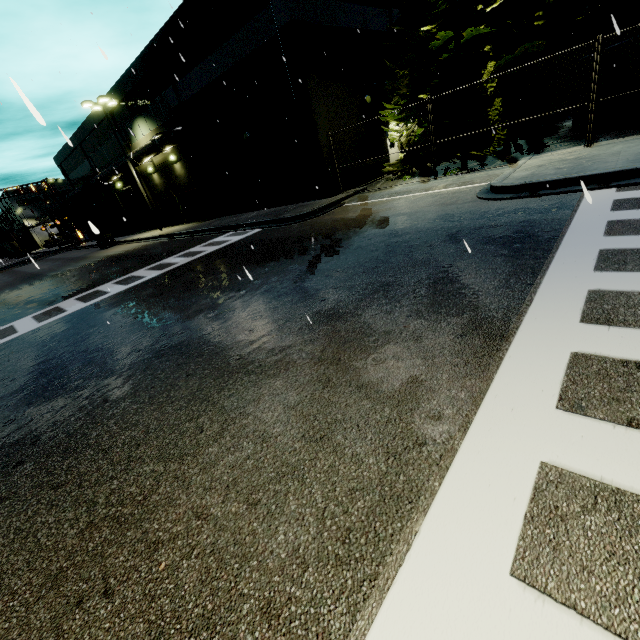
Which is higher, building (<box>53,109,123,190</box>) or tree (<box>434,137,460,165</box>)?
building (<box>53,109,123,190</box>)

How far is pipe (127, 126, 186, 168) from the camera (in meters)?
22.12

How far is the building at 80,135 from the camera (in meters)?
29.88

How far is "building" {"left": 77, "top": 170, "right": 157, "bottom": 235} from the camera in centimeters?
3223cm

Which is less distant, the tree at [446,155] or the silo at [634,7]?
the silo at [634,7]

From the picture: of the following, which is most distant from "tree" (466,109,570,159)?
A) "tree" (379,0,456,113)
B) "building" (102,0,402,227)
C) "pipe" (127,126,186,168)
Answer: "pipe" (127,126,186,168)

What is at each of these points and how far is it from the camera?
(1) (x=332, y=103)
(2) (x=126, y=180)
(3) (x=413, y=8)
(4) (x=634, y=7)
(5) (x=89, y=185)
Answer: (1) building, 16.5m
(2) building, 32.3m
(3) tree, 14.3m
(4) silo, 11.3m
(5) pipe, 35.3m

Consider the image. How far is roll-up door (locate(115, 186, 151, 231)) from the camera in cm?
3381
